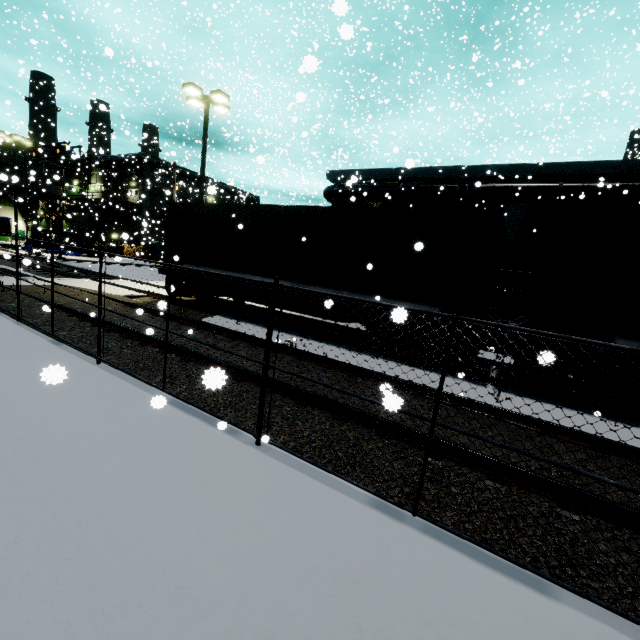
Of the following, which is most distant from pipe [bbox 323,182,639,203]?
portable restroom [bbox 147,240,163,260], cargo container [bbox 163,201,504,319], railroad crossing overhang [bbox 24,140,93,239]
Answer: portable restroom [bbox 147,240,163,260]

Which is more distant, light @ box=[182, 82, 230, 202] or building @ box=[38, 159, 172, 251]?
building @ box=[38, 159, 172, 251]

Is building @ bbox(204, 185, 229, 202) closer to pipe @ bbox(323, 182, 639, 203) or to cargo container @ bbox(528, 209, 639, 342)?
pipe @ bbox(323, 182, 639, 203)

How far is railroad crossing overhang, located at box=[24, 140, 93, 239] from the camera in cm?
2284

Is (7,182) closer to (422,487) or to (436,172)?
(436,172)

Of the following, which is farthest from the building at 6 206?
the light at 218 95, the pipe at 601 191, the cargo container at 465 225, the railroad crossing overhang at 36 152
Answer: the railroad crossing overhang at 36 152

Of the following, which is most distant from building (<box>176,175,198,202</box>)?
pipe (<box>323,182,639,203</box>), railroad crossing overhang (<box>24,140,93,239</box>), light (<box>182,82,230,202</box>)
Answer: railroad crossing overhang (<box>24,140,93,239</box>)
